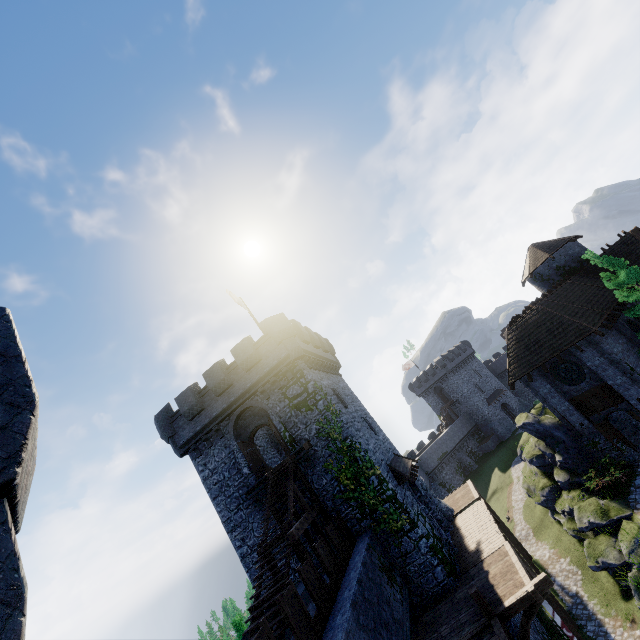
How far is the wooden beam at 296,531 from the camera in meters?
12.1

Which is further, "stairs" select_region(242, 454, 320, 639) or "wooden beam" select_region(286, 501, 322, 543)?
"wooden beam" select_region(286, 501, 322, 543)

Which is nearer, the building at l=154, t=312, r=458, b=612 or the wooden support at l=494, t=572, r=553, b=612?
the wooden support at l=494, t=572, r=553, b=612

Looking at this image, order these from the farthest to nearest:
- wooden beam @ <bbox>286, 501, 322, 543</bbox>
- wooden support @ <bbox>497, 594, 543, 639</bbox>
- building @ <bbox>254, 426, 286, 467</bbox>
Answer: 1. building @ <bbox>254, 426, 286, 467</bbox>
2. wooden beam @ <bbox>286, 501, 322, 543</bbox>
3. wooden support @ <bbox>497, 594, 543, 639</bbox>

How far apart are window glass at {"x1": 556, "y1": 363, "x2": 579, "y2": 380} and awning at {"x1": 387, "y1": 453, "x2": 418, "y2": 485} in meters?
11.6 m

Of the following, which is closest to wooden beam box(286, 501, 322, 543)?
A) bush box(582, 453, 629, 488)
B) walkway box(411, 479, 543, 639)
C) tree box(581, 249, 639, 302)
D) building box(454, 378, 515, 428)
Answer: walkway box(411, 479, 543, 639)

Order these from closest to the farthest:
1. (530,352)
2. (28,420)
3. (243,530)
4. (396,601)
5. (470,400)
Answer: (28,420) < (396,601) < (243,530) < (530,352) < (470,400)

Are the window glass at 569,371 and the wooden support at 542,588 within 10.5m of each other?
no
